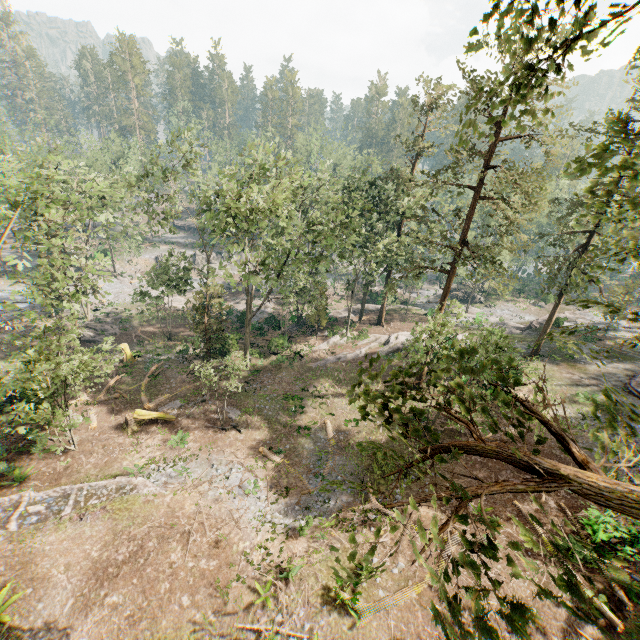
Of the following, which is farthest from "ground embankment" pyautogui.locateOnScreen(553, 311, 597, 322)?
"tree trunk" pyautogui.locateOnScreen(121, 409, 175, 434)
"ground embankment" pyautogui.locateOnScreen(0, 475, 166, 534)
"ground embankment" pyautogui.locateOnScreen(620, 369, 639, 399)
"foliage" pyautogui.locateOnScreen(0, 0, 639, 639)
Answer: "ground embankment" pyautogui.locateOnScreen(0, 475, 166, 534)

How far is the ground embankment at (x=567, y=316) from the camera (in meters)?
37.56

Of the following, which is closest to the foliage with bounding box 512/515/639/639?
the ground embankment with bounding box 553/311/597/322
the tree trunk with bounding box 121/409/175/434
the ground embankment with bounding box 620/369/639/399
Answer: the ground embankment with bounding box 553/311/597/322

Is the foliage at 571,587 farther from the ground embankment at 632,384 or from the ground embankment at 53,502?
the ground embankment at 632,384

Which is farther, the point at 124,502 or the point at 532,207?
the point at 532,207

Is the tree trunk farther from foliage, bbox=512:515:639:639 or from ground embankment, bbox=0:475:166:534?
ground embankment, bbox=0:475:166:534

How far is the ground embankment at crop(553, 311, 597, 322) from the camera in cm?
3756

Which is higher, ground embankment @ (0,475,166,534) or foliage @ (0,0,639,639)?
foliage @ (0,0,639,639)
